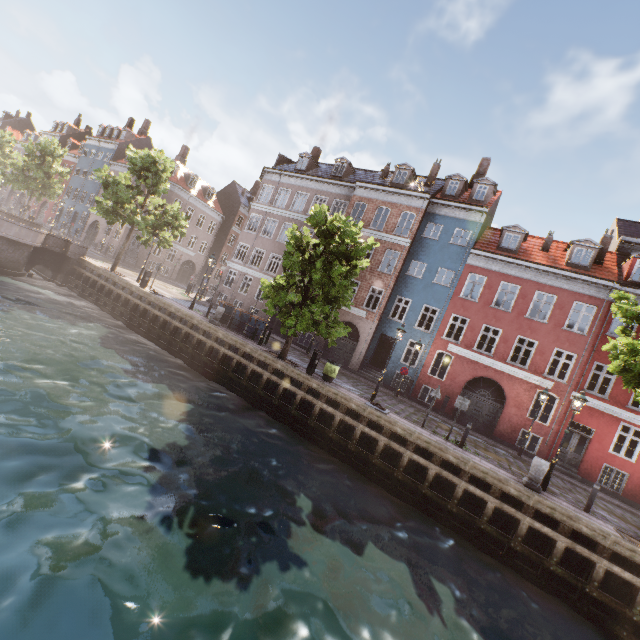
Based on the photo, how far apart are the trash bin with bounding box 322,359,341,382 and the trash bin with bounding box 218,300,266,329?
6.7m

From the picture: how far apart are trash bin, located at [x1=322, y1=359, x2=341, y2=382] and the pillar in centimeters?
825cm

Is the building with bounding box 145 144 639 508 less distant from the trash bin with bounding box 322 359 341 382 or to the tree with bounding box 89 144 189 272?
the tree with bounding box 89 144 189 272

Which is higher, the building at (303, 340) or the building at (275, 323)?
the building at (275, 323)

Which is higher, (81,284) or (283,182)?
(283,182)

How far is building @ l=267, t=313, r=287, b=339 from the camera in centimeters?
2701cm

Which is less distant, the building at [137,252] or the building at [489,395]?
the building at [489,395]

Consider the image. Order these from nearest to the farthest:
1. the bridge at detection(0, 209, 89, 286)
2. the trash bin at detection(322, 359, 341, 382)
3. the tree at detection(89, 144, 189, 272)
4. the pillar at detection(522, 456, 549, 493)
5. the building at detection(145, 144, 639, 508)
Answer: the pillar at detection(522, 456, 549, 493) → the trash bin at detection(322, 359, 341, 382) → the building at detection(145, 144, 639, 508) → the bridge at detection(0, 209, 89, 286) → the tree at detection(89, 144, 189, 272)
